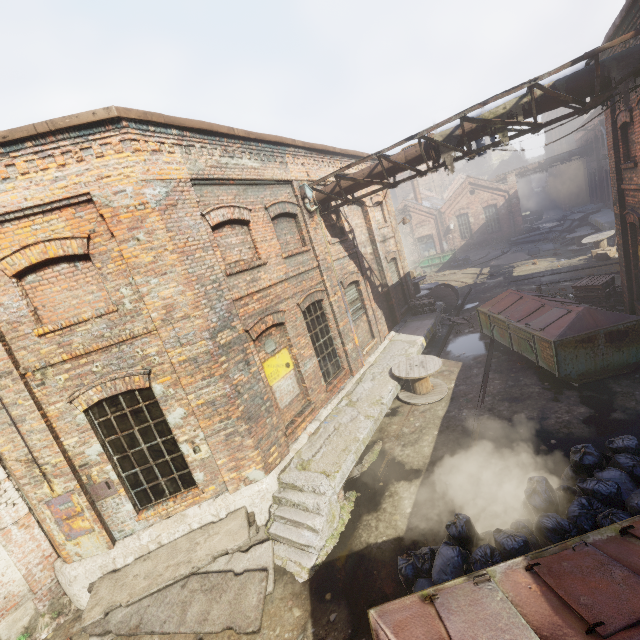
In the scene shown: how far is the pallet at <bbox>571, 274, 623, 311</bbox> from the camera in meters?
10.8 m

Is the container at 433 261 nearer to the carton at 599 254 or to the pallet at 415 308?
the carton at 599 254

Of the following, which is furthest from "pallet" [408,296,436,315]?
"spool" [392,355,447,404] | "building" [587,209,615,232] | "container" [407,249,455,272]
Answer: "container" [407,249,455,272]

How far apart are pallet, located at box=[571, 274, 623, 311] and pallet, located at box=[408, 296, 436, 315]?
5.2m

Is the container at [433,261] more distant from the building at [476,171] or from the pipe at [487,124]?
the building at [476,171]

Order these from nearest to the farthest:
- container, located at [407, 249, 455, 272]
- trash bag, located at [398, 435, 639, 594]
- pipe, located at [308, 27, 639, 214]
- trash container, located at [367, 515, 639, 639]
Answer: trash container, located at [367, 515, 639, 639], trash bag, located at [398, 435, 639, 594], pipe, located at [308, 27, 639, 214], container, located at [407, 249, 455, 272]

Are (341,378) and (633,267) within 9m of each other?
no

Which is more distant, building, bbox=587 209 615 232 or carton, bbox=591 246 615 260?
building, bbox=587 209 615 232
